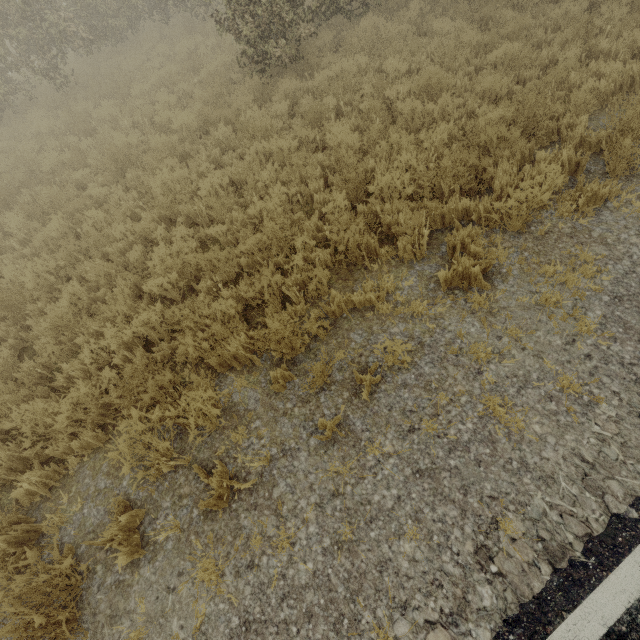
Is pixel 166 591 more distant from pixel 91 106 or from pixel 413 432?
pixel 91 106
